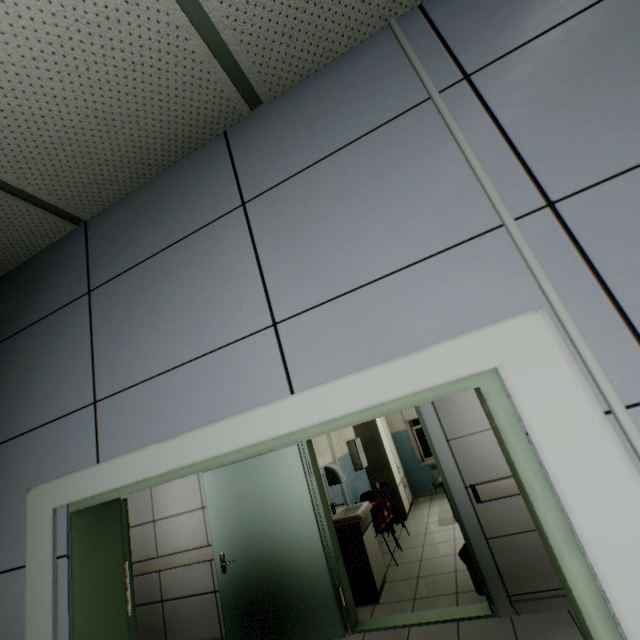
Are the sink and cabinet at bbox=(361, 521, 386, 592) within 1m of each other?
yes

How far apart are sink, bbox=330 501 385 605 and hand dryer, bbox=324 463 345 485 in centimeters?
37cm

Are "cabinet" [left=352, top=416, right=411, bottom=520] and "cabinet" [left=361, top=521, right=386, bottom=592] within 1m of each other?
no

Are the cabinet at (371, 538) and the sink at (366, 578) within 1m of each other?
yes

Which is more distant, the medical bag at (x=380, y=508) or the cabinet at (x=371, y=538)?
the medical bag at (x=380, y=508)

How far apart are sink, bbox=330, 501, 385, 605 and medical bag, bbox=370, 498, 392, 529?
0.3 meters

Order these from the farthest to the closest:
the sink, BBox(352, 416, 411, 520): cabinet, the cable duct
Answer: BBox(352, 416, 411, 520): cabinet < the sink < the cable duct

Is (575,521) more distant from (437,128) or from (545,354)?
(437,128)
